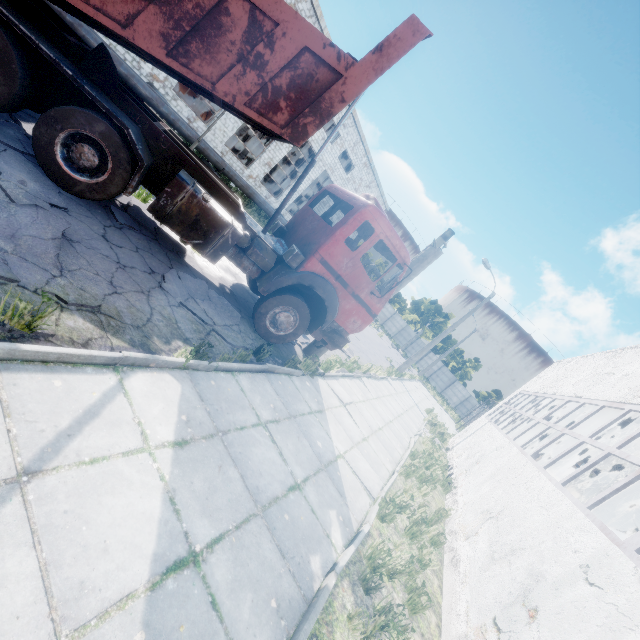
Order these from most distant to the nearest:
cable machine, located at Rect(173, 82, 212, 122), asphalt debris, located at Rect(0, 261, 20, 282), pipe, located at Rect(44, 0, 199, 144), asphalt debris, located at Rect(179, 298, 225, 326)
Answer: cable machine, located at Rect(173, 82, 212, 122)
pipe, located at Rect(44, 0, 199, 144)
asphalt debris, located at Rect(179, 298, 225, 326)
asphalt debris, located at Rect(0, 261, 20, 282)

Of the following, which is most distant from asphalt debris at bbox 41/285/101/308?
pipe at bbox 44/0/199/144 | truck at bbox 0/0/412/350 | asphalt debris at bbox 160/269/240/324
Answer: pipe at bbox 44/0/199/144

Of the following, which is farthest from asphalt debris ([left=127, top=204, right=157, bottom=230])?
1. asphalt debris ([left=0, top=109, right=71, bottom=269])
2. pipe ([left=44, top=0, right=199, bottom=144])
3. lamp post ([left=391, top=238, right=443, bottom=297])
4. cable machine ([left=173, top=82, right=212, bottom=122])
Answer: cable machine ([left=173, top=82, right=212, bottom=122])

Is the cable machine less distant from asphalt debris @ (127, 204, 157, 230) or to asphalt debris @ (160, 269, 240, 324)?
asphalt debris @ (127, 204, 157, 230)

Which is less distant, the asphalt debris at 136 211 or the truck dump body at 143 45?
the truck dump body at 143 45

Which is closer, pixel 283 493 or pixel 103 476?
pixel 103 476

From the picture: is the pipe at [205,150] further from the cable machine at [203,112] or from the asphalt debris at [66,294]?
the asphalt debris at [66,294]

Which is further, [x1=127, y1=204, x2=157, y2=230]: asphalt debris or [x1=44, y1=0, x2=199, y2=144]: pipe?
[x1=44, y1=0, x2=199, y2=144]: pipe
